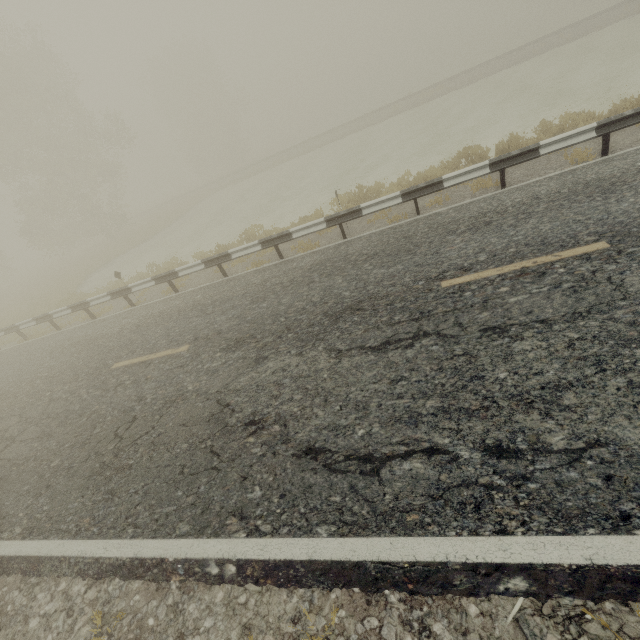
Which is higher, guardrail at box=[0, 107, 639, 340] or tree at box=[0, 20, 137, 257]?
tree at box=[0, 20, 137, 257]

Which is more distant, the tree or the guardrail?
the tree

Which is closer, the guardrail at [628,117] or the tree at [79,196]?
the guardrail at [628,117]

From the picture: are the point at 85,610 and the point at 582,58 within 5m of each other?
no

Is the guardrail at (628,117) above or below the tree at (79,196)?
below
